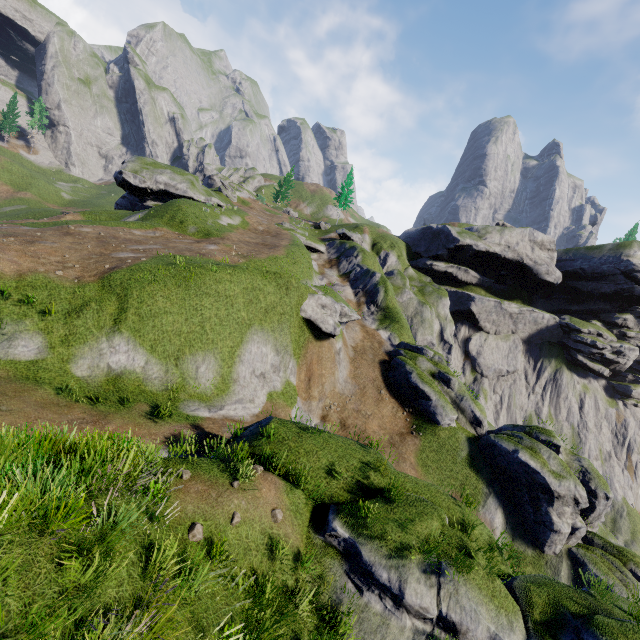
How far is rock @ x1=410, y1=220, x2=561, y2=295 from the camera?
53.1m

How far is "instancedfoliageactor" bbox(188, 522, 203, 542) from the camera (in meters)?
6.65

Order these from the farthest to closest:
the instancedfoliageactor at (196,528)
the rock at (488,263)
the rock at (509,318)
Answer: the rock at (488,263) < the rock at (509,318) < the instancedfoliageactor at (196,528)

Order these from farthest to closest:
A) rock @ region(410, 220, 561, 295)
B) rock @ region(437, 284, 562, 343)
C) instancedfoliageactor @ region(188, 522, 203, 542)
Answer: rock @ region(410, 220, 561, 295) < rock @ region(437, 284, 562, 343) < instancedfoliageactor @ region(188, 522, 203, 542)

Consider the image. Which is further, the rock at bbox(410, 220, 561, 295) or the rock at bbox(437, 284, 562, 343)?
the rock at bbox(410, 220, 561, 295)

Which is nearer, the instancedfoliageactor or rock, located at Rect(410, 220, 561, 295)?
the instancedfoliageactor

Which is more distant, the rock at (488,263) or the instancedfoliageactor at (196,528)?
the rock at (488,263)

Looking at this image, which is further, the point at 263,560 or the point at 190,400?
the point at 190,400
